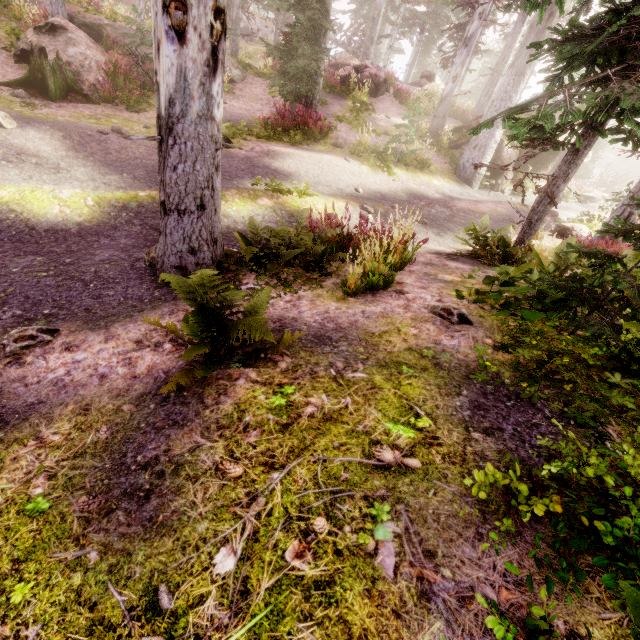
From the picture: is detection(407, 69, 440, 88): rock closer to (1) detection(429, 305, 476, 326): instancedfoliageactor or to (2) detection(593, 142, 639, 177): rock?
(1) detection(429, 305, 476, 326): instancedfoliageactor

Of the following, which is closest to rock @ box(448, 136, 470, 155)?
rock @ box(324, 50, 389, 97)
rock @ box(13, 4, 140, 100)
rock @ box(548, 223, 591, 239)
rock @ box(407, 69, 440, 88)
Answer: rock @ box(407, 69, 440, 88)

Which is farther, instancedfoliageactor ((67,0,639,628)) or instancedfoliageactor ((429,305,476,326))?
instancedfoliageactor ((429,305,476,326))

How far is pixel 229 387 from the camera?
2.77m

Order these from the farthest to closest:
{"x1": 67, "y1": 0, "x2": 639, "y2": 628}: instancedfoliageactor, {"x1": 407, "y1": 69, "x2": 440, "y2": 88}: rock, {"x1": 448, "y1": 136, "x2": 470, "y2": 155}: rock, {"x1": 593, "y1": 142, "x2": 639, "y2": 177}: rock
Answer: {"x1": 593, "y1": 142, "x2": 639, "y2": 177}: rock
{"x1": 407, "y1": 69, "x2": 440, "y2": 88}: rock
{"x1": 448, "y1": 136, "x2": 470, "y2": 155}: rock
{"x1": 67, "y1": 0, "x2": 639, "y2": 628}: instancedfoliageactor

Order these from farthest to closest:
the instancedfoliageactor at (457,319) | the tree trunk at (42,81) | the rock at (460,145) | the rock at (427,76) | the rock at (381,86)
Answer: the rock at (427,76) < the rock at (381,86) < the rock at (460,145) < the tree trunk at (42,81) < the instancedfoliageactor at (457,319)

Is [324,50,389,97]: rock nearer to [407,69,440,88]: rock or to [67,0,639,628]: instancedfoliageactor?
[67,0,639,628]: instancedfoliageactor

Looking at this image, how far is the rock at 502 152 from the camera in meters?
16.3
